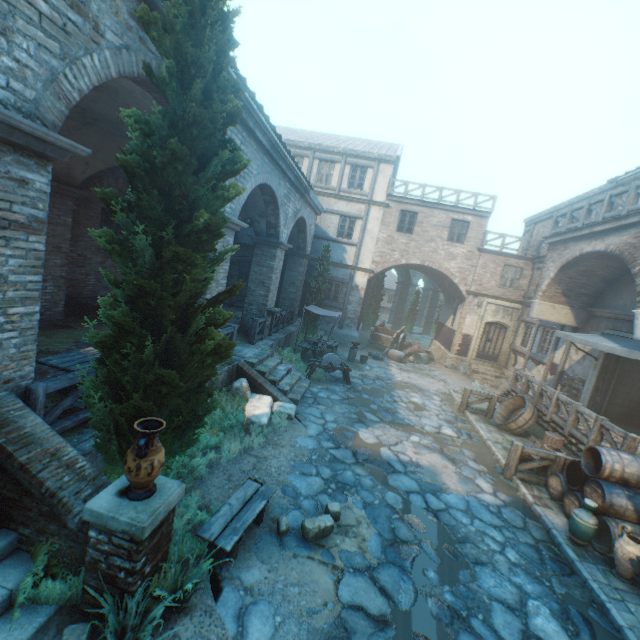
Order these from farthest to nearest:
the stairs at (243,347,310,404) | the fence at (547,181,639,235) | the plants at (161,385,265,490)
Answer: the stairs at (243,347,310,404), the fence at (547,181,639,235), the plants at (161,385,265,490)

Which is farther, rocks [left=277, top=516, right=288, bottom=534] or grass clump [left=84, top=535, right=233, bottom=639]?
rocks [left=277, top=516, right=288, bottom=534]

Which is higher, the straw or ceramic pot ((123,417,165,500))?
ceramic pot ((123,417,165,500))

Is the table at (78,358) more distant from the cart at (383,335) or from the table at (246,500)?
the cart at (383,335)

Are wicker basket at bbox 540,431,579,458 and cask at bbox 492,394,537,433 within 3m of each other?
yes

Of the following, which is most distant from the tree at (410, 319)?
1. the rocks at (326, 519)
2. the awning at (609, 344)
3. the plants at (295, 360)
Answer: the awning at (609, 344)

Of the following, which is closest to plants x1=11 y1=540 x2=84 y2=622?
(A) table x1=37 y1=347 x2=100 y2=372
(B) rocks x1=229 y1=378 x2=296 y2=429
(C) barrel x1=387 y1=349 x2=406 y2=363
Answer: (A) table x1=37 y1=347 x2=100 y2=372

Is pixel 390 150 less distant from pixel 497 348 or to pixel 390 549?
pixel 497 348
